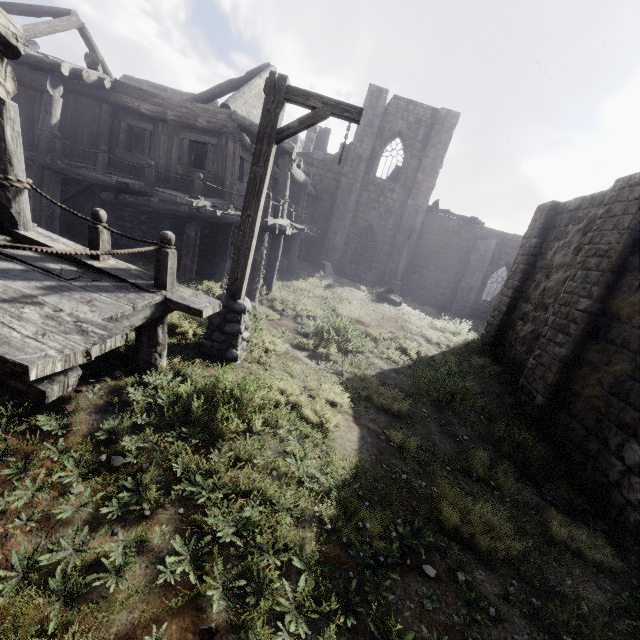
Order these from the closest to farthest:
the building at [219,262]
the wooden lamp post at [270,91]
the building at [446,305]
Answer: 1. the building at [219,262]
2. the wooden lamp post at [270,91]
3. the building at [446,305]

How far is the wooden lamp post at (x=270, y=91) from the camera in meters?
4.9 m

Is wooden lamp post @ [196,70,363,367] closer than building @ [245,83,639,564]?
Yes

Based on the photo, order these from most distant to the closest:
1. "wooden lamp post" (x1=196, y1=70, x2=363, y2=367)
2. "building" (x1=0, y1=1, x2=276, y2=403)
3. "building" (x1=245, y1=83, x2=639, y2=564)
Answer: "building" (x1=245, y1=83, x2=639, y2=564), "wooden lamp post" (x1=196, y1=70, x2=363, y2=367), "building" (x1=0, y1=1, x2=276, y2=403)

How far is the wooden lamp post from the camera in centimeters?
492cm

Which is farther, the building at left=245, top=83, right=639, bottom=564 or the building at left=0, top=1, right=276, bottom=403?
the building at left=245, top=83, right=639, bottom=564

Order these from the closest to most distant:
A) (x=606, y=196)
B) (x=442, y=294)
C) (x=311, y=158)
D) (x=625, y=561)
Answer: (x=625, y=561), (x=606, y=196), (x=311, y=158), (x=442, y=294)
